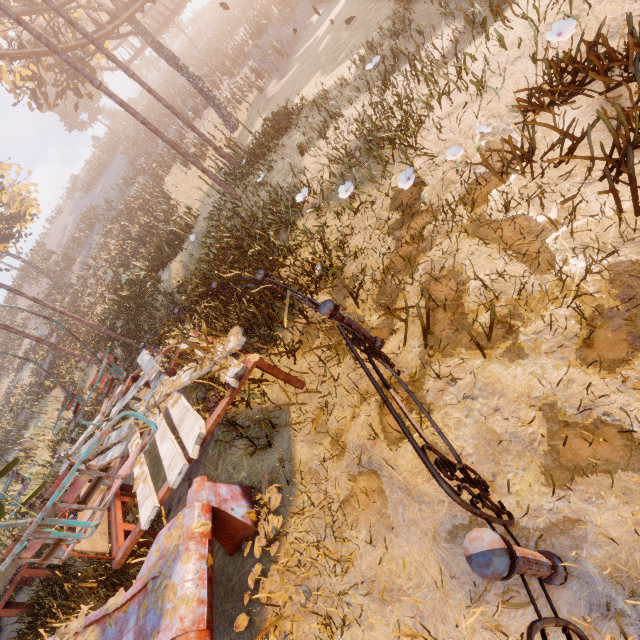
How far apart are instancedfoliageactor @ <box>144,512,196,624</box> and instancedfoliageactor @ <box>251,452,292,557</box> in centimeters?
52cm

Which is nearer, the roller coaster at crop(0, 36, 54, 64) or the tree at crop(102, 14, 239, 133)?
the roller coaster at crop(0, 36, 54, 64)

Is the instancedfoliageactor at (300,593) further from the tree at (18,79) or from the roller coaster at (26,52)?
the tree at (18,79)

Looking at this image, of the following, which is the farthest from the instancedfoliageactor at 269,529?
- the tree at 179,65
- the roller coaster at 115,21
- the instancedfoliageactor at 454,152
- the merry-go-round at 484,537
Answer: the tree at 179,65

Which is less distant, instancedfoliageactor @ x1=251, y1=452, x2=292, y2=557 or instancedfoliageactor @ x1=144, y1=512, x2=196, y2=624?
instancedfoliageactor @ x1=144, y1=512, x2=196, y2=624

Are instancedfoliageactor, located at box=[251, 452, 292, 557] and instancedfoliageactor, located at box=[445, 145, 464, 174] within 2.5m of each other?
no

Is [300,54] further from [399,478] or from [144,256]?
[399,478]

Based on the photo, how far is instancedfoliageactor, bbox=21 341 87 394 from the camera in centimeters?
1909cm
